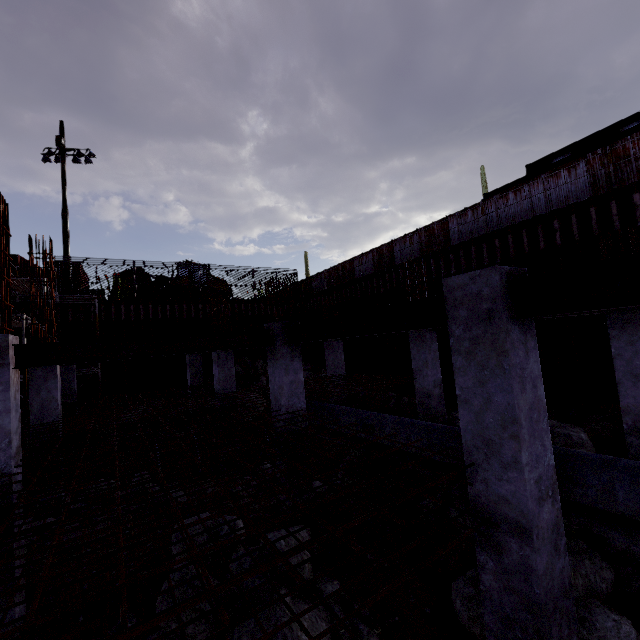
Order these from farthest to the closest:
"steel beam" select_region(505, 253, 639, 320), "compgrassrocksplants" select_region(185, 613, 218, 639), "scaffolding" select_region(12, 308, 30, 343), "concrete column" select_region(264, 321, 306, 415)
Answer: "scaffolding" select_region(12, 308, 30, 343)
"concrete column" select_region(264, 321, 306, 415)
"compgrassrocksplants" select_region(185, 613, 218, 639)
"steel beam" select_region(505, 253, 639, 320)

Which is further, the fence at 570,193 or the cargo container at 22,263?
the cargo container at 22,263

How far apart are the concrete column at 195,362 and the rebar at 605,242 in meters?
15.1

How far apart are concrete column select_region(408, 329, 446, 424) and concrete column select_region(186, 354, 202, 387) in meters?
10.3 m

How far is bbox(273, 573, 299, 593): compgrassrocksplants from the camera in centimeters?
462cm

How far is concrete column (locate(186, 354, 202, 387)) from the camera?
15.51m

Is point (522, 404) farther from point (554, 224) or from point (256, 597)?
point (554, 224)

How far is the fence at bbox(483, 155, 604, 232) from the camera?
11.97m
